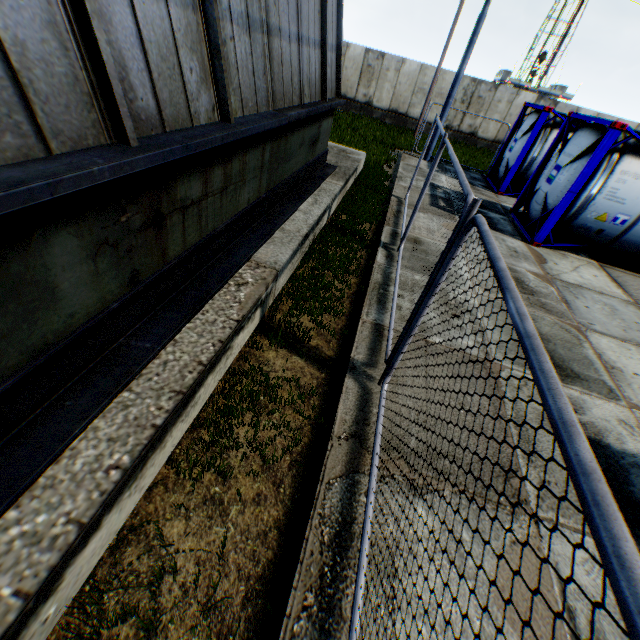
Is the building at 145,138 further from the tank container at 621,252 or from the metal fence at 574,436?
the tank container at 621,252

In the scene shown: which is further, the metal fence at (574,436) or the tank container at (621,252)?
the tank container at (621,252)

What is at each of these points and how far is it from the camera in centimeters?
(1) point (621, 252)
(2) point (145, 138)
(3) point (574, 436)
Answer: (1) tank container, 878cm
(2) building, 237cm
(3) metal fence, 84cm

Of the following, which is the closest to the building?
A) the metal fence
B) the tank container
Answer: the metal fence

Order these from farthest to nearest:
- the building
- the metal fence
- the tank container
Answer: the tank container → the building → the metal fence

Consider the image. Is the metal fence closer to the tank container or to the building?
the building

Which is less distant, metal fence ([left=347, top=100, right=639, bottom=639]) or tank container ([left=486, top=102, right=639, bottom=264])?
metal fence ([left=347, top=100, right=639, bottom=639])
